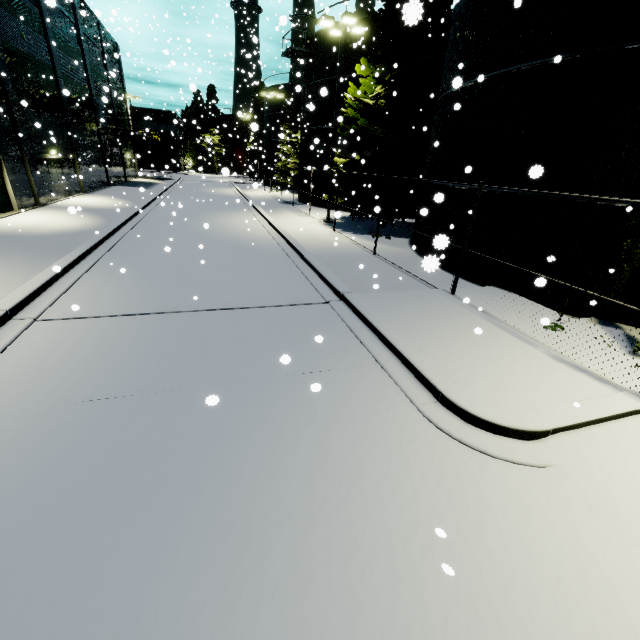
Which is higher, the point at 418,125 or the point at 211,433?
the point at 418,125

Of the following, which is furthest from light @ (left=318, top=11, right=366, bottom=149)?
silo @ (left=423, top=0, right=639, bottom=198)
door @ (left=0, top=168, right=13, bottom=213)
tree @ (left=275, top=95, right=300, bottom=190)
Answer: tree @ (left=275, top=95, right=300, bottom=190)

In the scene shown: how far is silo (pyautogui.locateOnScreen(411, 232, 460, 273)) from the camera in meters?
3.6 m

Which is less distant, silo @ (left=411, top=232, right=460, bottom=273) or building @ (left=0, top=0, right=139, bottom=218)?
silo @ (left=411, top=232, right=460, bottom=273)

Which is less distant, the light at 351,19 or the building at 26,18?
the light at 351,19

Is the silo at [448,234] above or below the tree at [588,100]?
below

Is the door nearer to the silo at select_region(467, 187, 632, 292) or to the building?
the building
